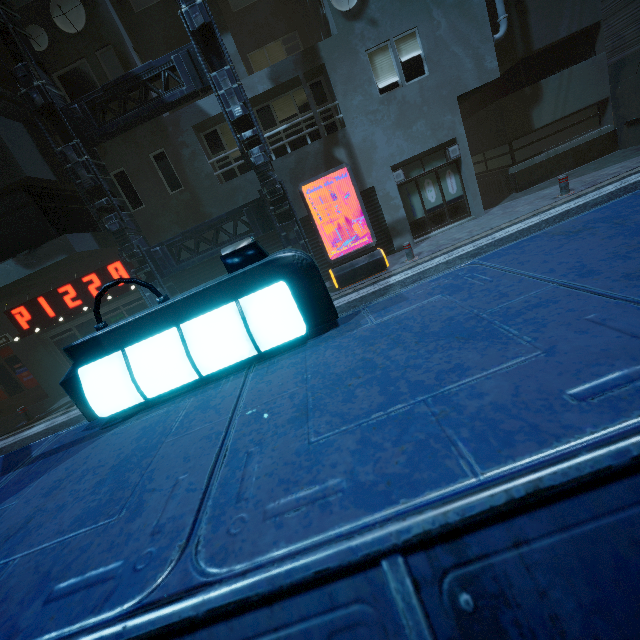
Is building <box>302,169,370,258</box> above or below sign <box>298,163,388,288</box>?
above

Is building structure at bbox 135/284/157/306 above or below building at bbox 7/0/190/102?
below

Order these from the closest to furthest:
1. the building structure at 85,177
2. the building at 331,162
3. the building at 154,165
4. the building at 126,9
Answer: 1. the building at 331,162
2. the building structure at 85,177
3. the building at 126,9
4. the building at 154,165

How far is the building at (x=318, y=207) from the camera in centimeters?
1108cm

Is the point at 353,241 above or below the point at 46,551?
below

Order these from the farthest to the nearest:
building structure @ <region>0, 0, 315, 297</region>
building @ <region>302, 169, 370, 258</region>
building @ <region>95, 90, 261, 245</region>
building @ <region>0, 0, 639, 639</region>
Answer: building @ <region>302, 169, 370, 258</region>, building @ <region>95, 90, 261, 245</region>, building structure @ <region>0, 0, 315, 297</region>, building @ <region>0, 0, 639, 639</region>

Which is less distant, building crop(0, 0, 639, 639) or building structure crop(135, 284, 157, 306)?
building crop(0, 0, 639, 639)
